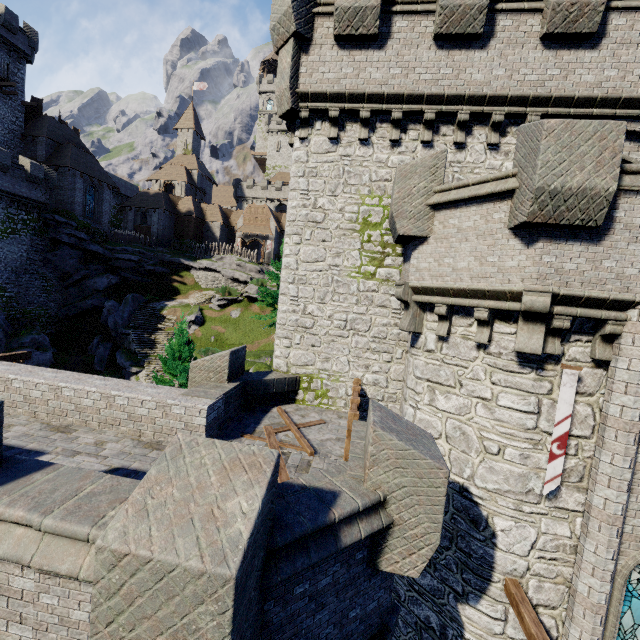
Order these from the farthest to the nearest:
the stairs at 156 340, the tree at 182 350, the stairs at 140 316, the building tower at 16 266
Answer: the stairs at 140 316
the stairs at 156 340
the building tower at 16 266
the tree at 182 350

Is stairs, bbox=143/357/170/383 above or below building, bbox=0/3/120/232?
below

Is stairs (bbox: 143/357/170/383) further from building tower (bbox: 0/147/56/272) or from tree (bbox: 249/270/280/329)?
building tower (bbox: 0/147/56/272)

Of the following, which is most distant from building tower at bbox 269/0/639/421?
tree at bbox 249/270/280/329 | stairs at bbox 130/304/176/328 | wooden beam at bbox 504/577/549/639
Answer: stairs at bbox 130/304/176/328

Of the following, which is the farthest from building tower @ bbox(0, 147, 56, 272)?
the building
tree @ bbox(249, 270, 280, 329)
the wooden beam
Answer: the wooden beam

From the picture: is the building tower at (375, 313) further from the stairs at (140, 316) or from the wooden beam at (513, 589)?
the stairs at (140, 316)

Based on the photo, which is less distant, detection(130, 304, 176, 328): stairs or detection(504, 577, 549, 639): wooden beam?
detection(504, 577, 549, 639): wooden beam

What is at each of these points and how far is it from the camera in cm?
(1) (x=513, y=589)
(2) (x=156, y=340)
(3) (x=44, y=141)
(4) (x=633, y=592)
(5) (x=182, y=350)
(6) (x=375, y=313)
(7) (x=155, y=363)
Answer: (1) wooden beam, 711
(2) stairs, 3238
(3) building, 3500
(4) window glass, 721
(5) tree, 1933
(6) building tower, 1082
(7) stairs, 2969
